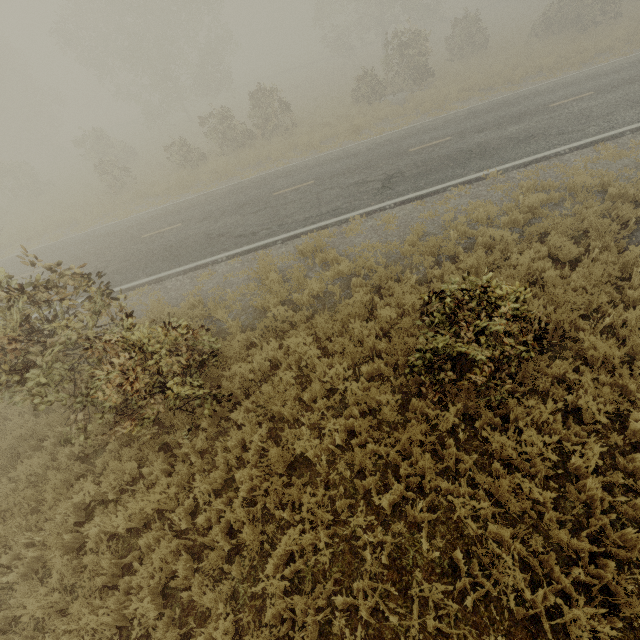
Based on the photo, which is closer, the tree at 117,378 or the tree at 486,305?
the tree at 486,305

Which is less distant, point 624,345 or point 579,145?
point 624,345

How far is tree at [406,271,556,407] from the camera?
4.2m

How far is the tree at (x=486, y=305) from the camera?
4.2 meters

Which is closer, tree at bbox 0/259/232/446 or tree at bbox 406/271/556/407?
tree at bbox 406/271/556/407
